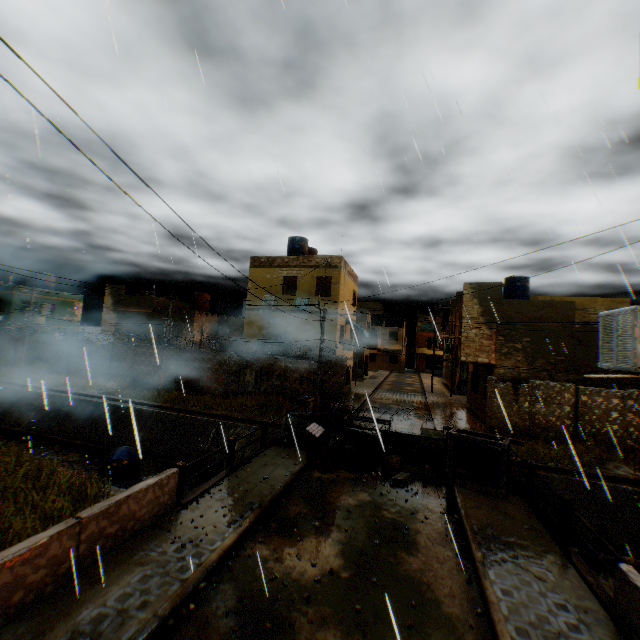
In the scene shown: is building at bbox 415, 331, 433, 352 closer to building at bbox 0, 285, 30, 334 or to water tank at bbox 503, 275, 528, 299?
building at bbox 0, 285, 30, 334

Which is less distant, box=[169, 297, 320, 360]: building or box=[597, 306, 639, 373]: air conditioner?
box=[597, 306, 639, 373]: air conditioner

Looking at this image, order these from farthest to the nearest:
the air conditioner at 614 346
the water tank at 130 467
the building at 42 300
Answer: the building at 42 300 < the water tank at 130 467 < the air conditioner at 614 346

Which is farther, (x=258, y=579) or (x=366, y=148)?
(x=366, y=148)

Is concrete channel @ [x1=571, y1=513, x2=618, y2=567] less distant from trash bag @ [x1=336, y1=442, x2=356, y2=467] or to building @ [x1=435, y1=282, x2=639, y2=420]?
building @ [x1=435, y1=282, x2=639, y2=420]

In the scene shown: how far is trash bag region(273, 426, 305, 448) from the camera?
12.4m

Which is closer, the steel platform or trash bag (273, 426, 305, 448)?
the steel platform

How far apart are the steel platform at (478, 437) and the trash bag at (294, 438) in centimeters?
498cm
